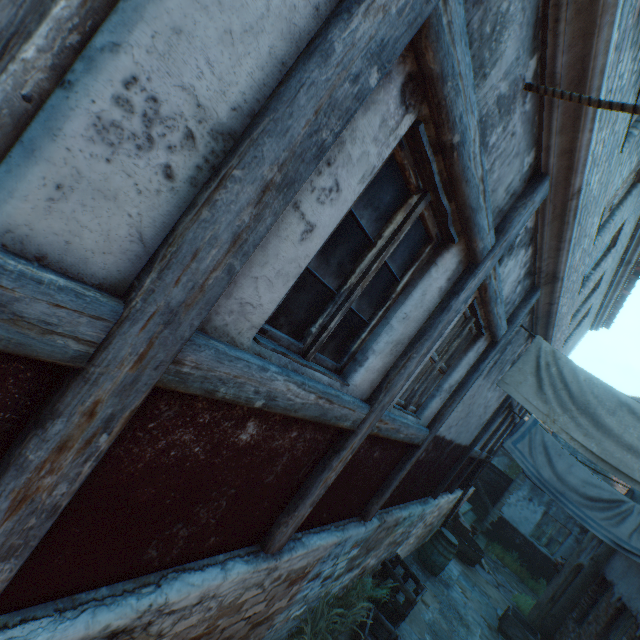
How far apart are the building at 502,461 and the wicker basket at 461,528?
21.3 meters

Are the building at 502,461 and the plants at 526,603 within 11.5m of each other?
no

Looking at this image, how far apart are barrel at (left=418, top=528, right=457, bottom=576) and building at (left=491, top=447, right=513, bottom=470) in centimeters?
2473cm

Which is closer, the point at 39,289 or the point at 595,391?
the point at 39,289

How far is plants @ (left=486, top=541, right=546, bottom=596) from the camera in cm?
1301

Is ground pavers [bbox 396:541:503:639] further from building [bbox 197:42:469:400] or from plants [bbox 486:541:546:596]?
plants [bbox 486:541:546:596]

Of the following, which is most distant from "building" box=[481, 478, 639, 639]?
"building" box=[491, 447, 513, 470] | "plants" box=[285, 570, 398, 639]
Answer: "building" box=[491, 447, 513, 470]

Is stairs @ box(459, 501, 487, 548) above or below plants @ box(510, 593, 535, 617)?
above
